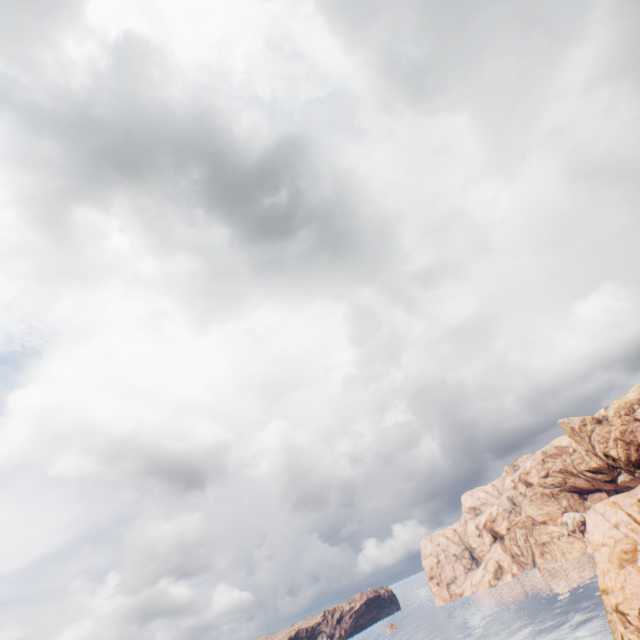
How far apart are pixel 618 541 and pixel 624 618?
11.52m
